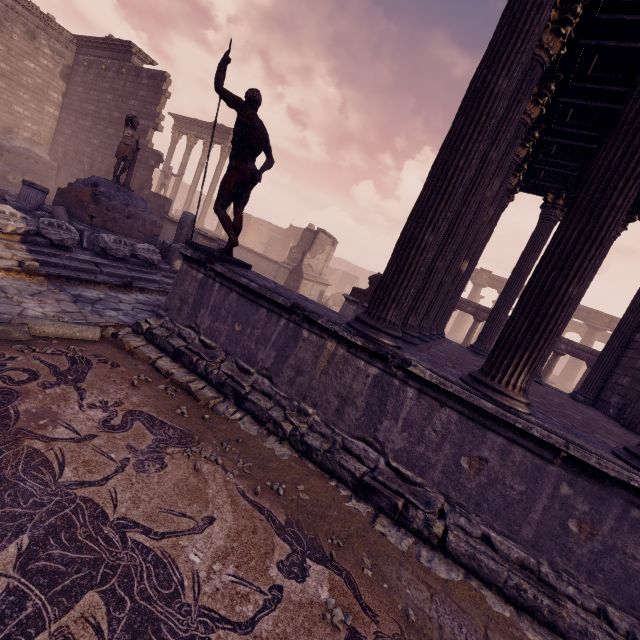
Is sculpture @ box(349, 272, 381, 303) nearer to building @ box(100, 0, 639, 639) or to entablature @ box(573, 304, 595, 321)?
building @ box(100, 0, 639, 639)

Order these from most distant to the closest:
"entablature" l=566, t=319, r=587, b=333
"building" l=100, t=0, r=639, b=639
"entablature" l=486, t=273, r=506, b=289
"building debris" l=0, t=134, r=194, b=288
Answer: "entablature" l=566, t=319, r=587, b=333 → "entablature" l=486, t=273, r=506, b=289 → "building debris" l=0, t=134, r=194, b=288 → "building" l=100, t=0, r=639, b=639

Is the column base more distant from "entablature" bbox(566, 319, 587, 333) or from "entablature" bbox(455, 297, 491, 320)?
"entablature" bbox(566, 319, 587, 333)

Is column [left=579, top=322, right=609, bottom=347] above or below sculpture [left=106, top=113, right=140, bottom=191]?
above

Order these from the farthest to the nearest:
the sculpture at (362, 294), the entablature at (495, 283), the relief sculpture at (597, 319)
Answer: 1. the entablature at (495, 283)
2. the relief sculpture at (597, 319)
3. the sculpture at (362, 294)

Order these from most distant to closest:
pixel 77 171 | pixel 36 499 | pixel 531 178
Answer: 1. pixel 77 171
2. pixel 531 178
3. pixel 36 499

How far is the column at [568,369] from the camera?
25.4 meters

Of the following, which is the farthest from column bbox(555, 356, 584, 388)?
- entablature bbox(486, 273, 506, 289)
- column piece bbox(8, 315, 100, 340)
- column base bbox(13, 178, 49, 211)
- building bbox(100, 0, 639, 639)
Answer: column base bbox(13, 178, 49, 211)
